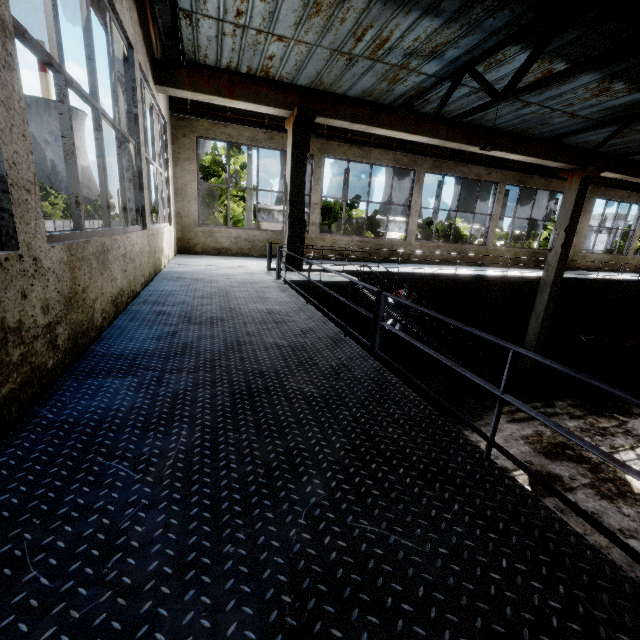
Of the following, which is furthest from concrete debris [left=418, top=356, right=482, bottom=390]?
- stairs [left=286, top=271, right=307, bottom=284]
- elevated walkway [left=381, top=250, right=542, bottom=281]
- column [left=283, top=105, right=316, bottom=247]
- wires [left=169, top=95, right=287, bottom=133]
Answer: wires [left=169, top=95, right=287, bottom=133]

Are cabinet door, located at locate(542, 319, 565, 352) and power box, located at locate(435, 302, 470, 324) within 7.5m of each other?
yes

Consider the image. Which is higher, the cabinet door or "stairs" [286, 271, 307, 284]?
"stairs" [286, 271, 307, 284]

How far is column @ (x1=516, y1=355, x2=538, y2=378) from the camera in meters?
12.7 m

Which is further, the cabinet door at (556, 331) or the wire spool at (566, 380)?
the cabinet door at (556, 331)

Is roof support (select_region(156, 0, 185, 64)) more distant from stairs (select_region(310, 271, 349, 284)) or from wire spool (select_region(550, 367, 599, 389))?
wire spool (select_region(550, 367, 599, 389))

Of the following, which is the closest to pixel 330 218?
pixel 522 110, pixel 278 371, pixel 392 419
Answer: pixel 522 110

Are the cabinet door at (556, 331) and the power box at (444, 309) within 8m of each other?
yes
